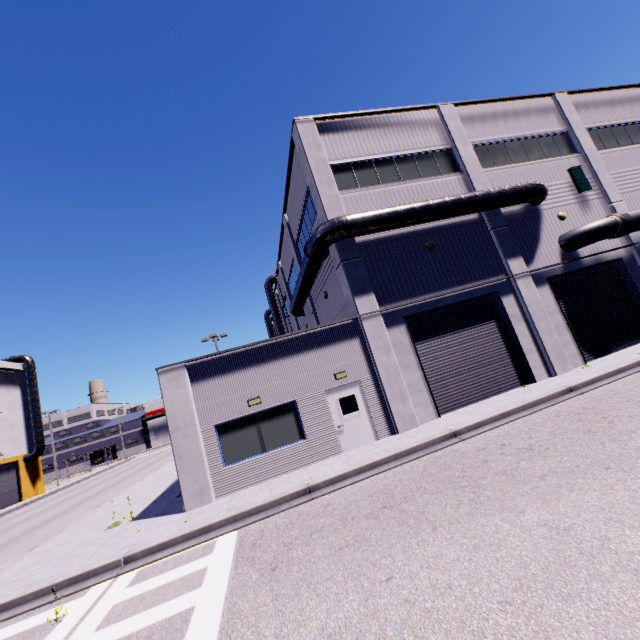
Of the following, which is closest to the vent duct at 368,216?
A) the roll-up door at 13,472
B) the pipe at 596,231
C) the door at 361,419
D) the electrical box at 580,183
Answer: the pipe at 596,231

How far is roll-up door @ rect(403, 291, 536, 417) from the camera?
13.8m

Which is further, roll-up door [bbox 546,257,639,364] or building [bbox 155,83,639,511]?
roll-up door [bbox 546,257,639,364]

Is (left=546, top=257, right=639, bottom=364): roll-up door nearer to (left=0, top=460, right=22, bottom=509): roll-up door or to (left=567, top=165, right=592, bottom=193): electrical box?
(left=567, top=165, right=592, bottom=193): electrical box

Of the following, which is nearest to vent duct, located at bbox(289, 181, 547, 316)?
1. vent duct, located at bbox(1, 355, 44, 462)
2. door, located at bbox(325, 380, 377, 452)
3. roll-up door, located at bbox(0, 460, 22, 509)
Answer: door, located at bbox(325, 380, 377, 452)

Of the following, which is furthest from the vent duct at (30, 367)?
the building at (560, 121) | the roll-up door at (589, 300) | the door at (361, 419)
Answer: the roll-up door at (589, 300)

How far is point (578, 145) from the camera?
18.41m

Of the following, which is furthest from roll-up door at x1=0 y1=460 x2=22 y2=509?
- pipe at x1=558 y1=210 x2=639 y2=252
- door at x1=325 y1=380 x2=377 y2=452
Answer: pipe at x1=558 y1=210 x2=639 y2=252
